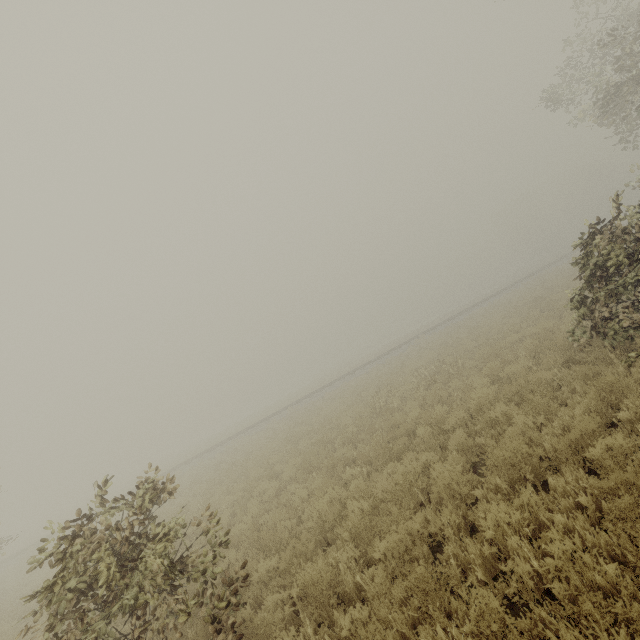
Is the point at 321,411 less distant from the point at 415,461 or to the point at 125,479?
the point at 415,461
